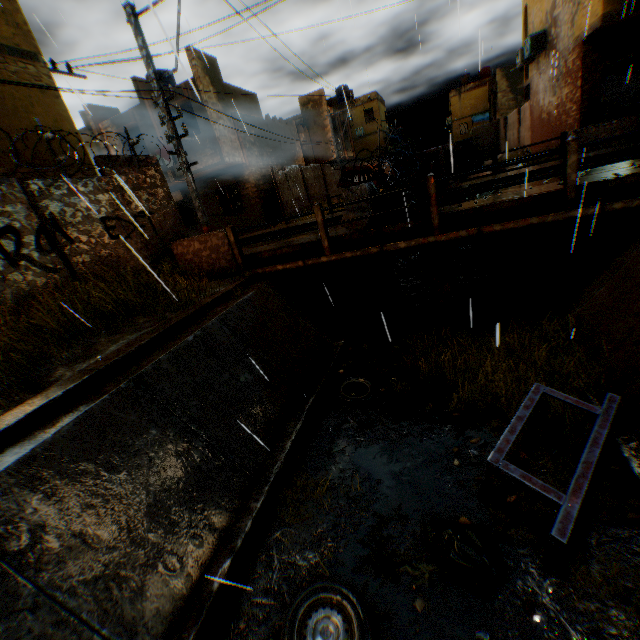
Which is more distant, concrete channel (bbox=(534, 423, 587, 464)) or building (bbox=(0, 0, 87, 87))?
building (bbox=(0, 0, 87, 87))

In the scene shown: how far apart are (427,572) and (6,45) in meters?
13.8 m

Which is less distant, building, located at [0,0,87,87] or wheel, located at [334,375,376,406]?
wheel, located at [334,375,376,406]

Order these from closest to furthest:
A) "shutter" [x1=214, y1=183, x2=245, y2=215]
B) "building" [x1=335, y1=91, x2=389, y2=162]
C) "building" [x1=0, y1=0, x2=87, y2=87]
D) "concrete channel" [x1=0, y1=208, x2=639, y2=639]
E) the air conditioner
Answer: "concrete channel" [x1=0, y1=208, x2=639, y2=639] < "building" [x1=0, y1=0, x2=87, y2=87] < the air conditioner < "shutter" [x1=214, y1=183, x2=245, y2=215] < "building" [x1=335, y1=91, x2=389, y2=162]

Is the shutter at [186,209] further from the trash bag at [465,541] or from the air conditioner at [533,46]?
the trash bag at [465,541]

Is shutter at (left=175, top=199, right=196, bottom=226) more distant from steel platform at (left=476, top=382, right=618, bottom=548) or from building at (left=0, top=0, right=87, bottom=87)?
steel platform at (left=476, top=382, right=618, bottom=548)

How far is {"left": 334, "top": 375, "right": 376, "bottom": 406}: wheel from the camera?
6.63m

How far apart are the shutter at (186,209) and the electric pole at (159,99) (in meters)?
12.45
